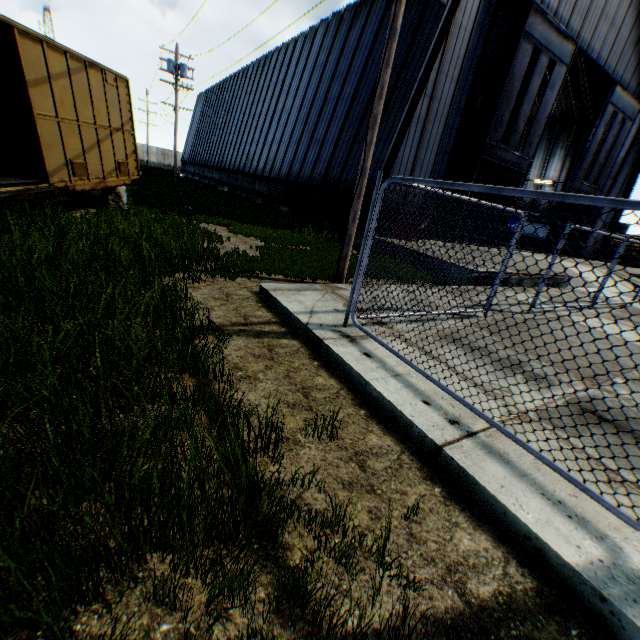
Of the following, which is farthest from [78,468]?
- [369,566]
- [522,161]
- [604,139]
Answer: [604,139]

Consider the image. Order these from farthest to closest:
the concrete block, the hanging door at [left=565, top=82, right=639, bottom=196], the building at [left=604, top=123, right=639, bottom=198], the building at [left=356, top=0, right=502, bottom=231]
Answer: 1. the building at [left=604, top=123, right=639, bottom=198]
2. the hanging door at [left=565, top=82, right=639, bottom=196]
3. the building at [left=356, top=0, right=502, bottom=231]
4. the concrete block

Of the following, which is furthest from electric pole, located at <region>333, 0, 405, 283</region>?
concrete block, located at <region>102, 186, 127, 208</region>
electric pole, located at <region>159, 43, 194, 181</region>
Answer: electric pole, located at <region>159, 43, 194, 181</region>

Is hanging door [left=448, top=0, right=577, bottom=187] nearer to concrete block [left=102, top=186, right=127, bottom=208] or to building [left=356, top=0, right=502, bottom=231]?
building [left=356, top=0, right=502, bottom=231]

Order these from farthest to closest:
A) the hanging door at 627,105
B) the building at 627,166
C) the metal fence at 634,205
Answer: the building at 627,166, the hanging door at 627,105, the metal fence at 634,205

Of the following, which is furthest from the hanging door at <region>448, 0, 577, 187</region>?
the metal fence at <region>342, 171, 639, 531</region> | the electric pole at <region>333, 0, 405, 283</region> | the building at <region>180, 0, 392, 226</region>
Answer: the electric pole at <region>333, 0, 405, 283</region>

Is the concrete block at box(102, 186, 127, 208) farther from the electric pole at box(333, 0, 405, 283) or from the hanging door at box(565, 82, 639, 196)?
the hanging door at box(565, 82, 639, 196)

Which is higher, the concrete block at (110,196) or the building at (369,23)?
the building at (369,23)
